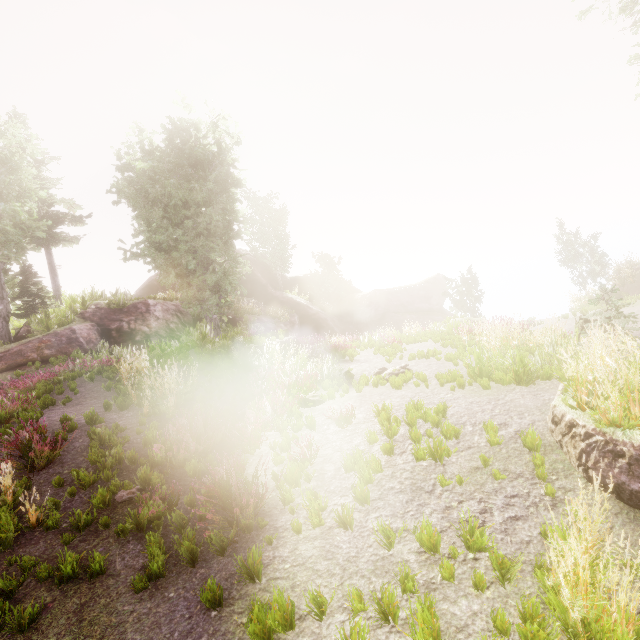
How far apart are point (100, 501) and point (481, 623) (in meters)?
5.78

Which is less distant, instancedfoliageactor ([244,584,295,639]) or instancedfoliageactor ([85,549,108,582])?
instancedfoliageactor ([244,584,295,639])

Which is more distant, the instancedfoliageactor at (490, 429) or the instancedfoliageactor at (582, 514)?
the instancedfoliageactor at (490, 429)

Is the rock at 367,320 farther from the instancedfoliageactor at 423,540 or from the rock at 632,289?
the rock at 632,289

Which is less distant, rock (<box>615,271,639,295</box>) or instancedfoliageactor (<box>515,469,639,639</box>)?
instancedfoliageactor (<box>515,469,639,639</box>)

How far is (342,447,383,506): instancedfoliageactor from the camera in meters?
4.8 m
